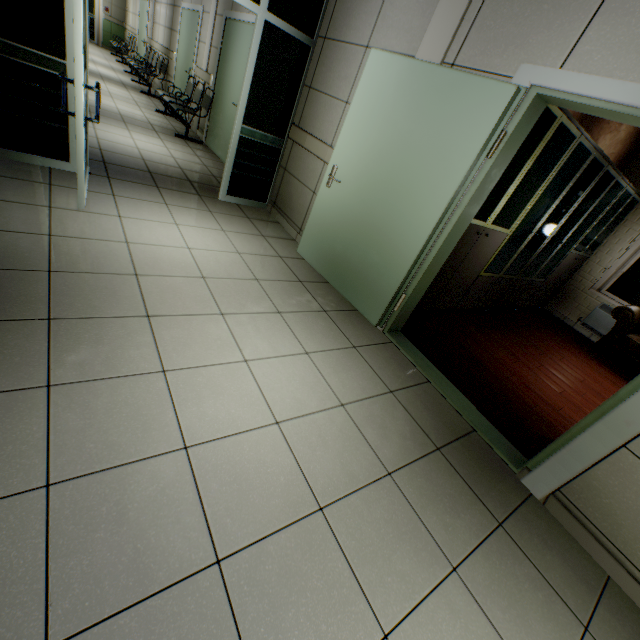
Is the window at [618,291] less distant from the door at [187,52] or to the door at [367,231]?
the door at [367,231]

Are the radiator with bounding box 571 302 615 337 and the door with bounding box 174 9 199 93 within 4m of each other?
no

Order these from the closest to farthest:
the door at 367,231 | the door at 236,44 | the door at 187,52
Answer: the door at 367,231, the door at 236,44, the door at 187,52

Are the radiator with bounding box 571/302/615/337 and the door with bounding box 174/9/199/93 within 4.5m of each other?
no

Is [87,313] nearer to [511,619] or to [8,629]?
[8,629]

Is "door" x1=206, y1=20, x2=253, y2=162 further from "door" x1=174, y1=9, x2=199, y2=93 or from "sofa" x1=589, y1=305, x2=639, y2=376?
"sofa" x1=589, y1=305, x2=639, y2=376

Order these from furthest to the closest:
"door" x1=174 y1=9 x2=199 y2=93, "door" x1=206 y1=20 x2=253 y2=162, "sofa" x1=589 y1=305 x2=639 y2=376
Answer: "door" x1=174 y1=9 x2=199 y2=93 → "door" x1=206 y1=20 x2=253 y2=162 → "sofa" x1=589 y1=305 x2=639 y2=376

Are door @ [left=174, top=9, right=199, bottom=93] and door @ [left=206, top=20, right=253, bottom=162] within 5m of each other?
yes
